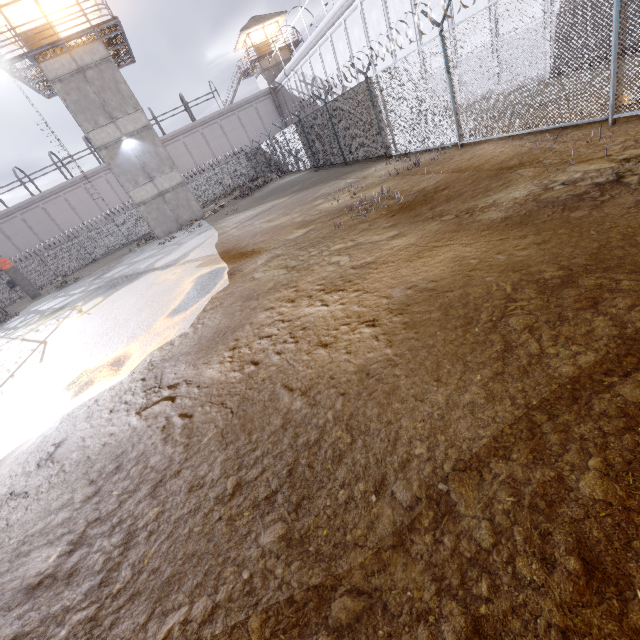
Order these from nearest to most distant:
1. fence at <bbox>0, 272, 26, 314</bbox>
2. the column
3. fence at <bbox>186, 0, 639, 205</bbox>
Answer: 1. fence at <bbox>186, 0, 639, 205</bbox>
2. the column
3. fence at <bbox>0, 272, 26, 314</bbox>

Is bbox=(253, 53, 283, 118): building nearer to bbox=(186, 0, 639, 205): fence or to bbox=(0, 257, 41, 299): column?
bbox=(186, 0, 639, 205): fence

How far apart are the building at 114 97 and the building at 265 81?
23.6 meters

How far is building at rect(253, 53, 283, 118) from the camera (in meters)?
38.88

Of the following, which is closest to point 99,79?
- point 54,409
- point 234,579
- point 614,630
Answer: point 54,409

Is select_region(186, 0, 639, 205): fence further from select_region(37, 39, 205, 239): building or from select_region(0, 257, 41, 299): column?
select_region(37, 39, 205, 239): building

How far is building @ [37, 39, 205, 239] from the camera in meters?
20.1

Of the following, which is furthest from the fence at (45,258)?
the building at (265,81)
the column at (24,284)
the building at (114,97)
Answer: the building at (265,81)
